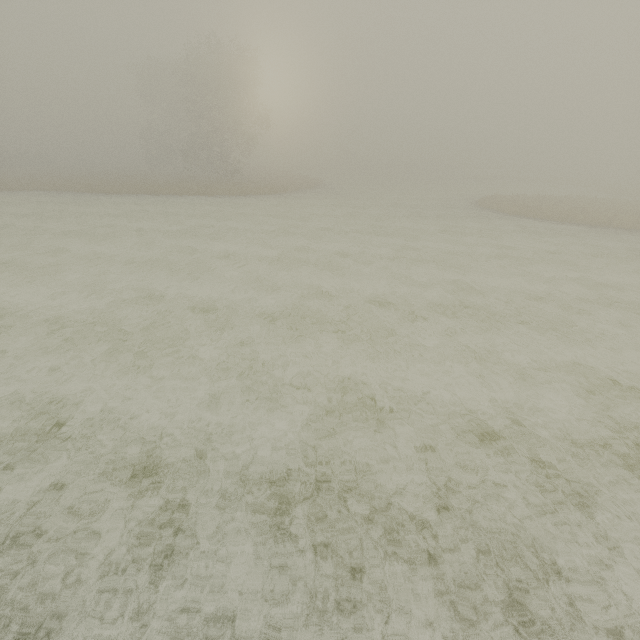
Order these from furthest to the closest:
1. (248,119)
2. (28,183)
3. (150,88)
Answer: (150,88)
(248,119)
(28,183)
